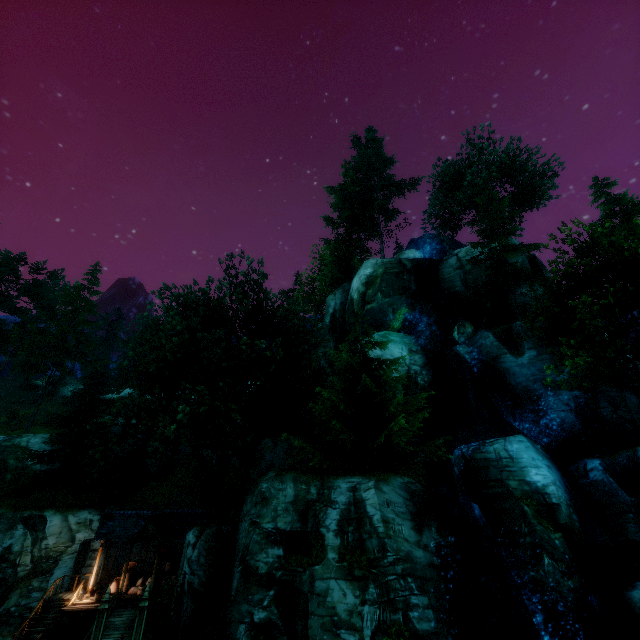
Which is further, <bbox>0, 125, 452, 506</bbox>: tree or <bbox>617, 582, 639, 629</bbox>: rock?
<bbox>0, 125, 452, 506</bbox>: tree

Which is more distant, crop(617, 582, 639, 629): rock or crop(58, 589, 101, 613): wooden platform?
crop(58, 589, 101, 613): wooden platform

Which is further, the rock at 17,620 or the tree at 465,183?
the tree at 465,183

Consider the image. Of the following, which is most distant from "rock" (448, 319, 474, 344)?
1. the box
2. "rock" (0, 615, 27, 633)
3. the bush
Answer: "rock" (0, 615, 27, 633)

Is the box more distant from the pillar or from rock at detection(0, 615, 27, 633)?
the pillar

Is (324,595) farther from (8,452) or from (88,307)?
(88,307)

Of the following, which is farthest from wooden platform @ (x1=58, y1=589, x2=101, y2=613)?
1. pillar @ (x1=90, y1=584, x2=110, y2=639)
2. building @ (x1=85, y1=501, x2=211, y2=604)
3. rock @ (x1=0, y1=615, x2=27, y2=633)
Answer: pillar @ (x1=90, y1=584, x2=110, y2=639)

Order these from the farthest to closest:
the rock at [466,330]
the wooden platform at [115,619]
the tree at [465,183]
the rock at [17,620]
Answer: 1. the tree at [465,183]
2. the rock at [466,330]
3. the rock at [17,620]
4. the wooden platform at [115,619]
